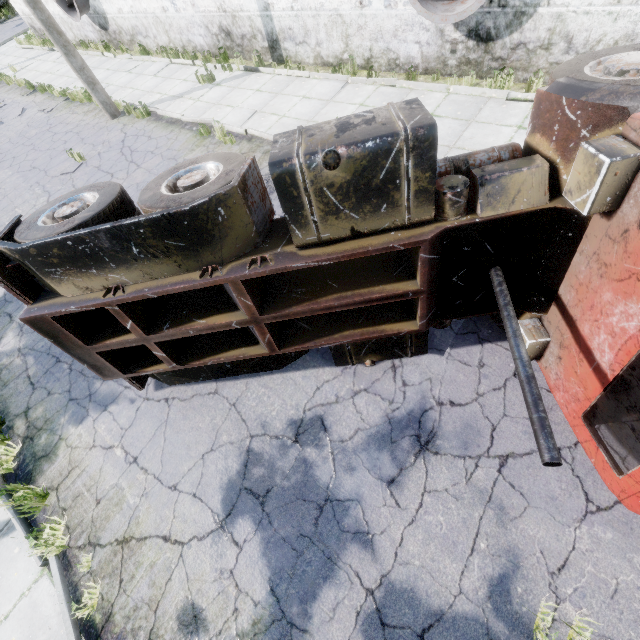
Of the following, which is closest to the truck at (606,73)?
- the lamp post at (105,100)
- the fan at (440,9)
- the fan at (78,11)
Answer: the fan at (440,9)

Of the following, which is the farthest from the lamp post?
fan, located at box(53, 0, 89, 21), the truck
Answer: the truck

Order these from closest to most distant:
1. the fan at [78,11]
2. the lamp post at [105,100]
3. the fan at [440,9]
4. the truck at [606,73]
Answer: the truck at [606,73] < the fan at [440,9] < the lamp post at [105,100] < the fan at [78,11]

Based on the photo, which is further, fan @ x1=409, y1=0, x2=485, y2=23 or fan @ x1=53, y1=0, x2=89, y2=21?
fan @ x1=53, y1=0, x2=89, y2=21

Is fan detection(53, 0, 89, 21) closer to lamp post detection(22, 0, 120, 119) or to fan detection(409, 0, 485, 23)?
lamp post detection(22, 0, 120, 119)

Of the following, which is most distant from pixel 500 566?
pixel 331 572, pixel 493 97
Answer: pixel 493 97

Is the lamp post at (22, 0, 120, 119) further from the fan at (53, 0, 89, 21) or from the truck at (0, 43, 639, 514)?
the truck at (0, 43, 639, 514)

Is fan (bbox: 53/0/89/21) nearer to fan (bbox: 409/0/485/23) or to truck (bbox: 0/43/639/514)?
fan (bbox: 409/0/485/23)
